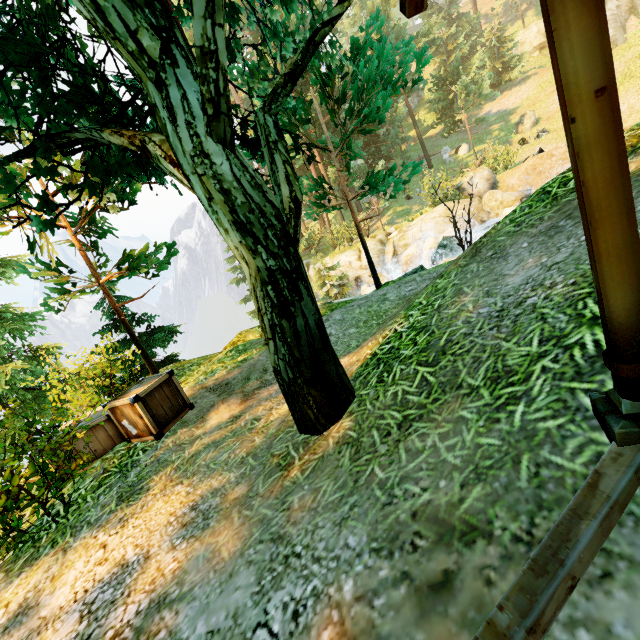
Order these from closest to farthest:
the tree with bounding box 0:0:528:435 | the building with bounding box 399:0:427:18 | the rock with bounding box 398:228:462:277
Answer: the building with bounding box 399:0:427:18 → the tree with bounding box 0:0:528:435 → the rock with bounding box 398:228:462:277

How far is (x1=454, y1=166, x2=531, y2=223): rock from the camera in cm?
1933

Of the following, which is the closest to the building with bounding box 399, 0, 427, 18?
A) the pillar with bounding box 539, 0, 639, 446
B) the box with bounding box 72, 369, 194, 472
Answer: Answer: the pillar with bounding box 539, 0, 639, 446

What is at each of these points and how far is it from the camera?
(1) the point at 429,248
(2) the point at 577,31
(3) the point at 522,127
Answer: (1) rock, 17.3m
(2) pillar, 1.0m
(3) rock, 27.2m

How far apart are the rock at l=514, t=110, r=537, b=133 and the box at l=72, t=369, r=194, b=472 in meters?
33.8 m

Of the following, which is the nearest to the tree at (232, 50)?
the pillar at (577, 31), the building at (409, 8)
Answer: the building at (409, 8)

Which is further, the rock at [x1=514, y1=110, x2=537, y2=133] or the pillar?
the rock at [x1=514, y1=110, x2=537, y2=133]

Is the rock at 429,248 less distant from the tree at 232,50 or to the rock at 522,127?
the tree at 232,50
